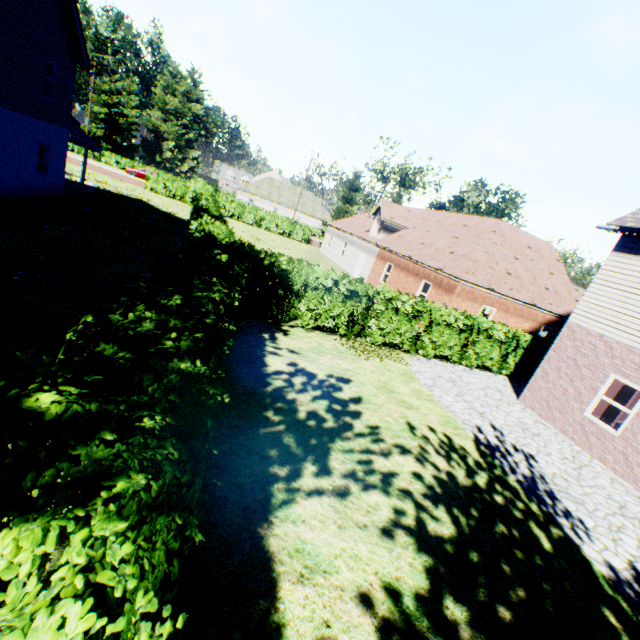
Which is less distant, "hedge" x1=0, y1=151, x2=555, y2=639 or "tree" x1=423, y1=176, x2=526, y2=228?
"hedge" x1=0, y1=151, x2=555, y2=639

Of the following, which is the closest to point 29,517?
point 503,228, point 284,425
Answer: point 284,425

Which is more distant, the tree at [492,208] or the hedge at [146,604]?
the tree at [492,208]

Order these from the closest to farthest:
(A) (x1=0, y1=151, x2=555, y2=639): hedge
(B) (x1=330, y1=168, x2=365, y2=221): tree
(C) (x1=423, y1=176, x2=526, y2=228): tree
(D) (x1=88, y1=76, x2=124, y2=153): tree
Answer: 1. (A) (x1=0, y1=151, x2=555, y2=639): hedge
2. (C) (x1=423, y1=176, x2=526, y2=228): tree
3. (B) (x1=330, y1=168, x2=365, y2=221): tree
4. (D) (x1=88, y1=76, x2=124, y2=153): tree

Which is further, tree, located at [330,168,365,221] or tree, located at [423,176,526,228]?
tree, located at [330,168,365,221]
